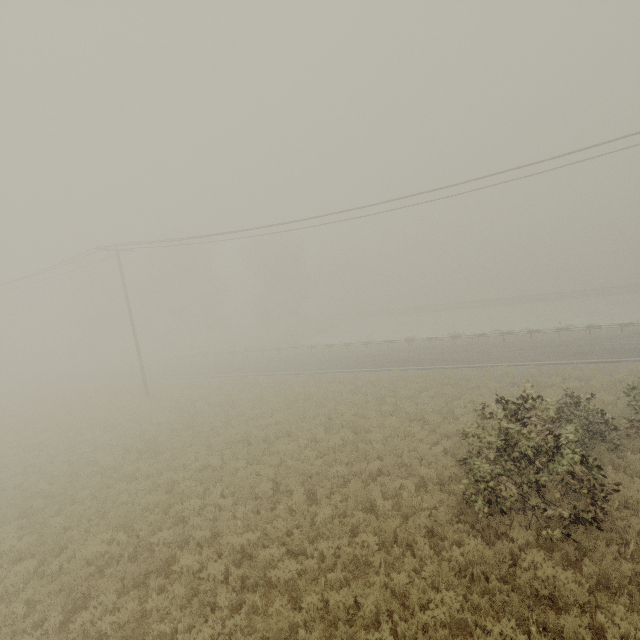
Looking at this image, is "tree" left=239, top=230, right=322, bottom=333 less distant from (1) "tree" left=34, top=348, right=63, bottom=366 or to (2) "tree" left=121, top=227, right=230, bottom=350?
(2) "tree" left=121, top=227, right=230, bottom=350

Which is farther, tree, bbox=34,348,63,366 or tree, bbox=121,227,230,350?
tree, bbox=34,348,63,366

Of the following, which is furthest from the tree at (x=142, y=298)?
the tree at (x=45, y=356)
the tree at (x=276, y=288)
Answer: the tree at (x=45, y=356)

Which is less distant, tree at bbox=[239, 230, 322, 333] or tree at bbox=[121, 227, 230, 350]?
tree at bbox=[121, 227, 230, 350]

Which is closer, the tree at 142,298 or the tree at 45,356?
the tree at 142,298

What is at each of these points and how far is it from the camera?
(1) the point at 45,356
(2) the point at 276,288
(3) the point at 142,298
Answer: (1) tree, 57.06m
(2) tree, 52.31m
(3) tree, 46.38m

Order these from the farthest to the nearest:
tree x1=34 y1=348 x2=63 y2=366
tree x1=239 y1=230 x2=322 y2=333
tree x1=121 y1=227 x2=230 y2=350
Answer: tree x1=34 y1=348 x2=63 y2=366, tree x1=239 y1=230 x2=322 y2=333, tree x1=121 y1=227 x2=230 y2=350
